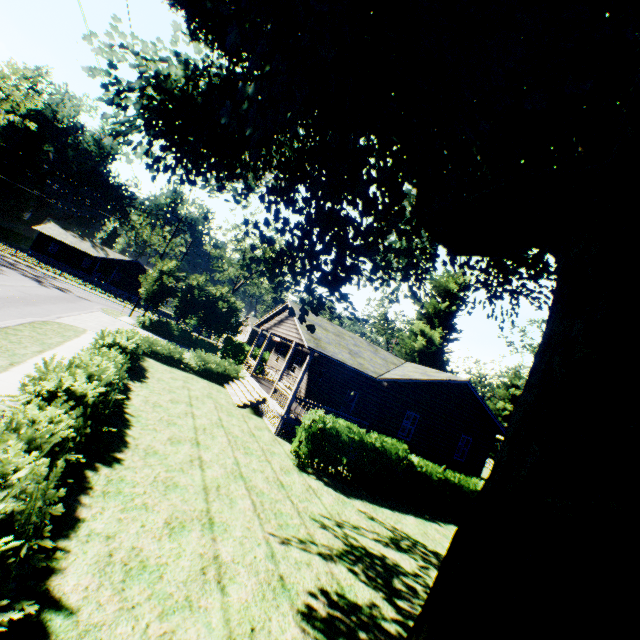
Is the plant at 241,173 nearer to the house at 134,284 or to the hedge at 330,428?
the hedge at 330,428

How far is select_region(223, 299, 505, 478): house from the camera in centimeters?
1688cm

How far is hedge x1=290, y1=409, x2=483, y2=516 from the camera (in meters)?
12.55

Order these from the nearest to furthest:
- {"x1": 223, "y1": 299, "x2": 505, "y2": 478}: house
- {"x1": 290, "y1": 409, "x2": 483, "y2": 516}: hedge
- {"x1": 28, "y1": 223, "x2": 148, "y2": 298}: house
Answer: {"x1": 290, "y1": 409, "x2": 483, "y2": 516}: hedge
{"x1": 223, "y1": 299, "x2": 505, "y2": 478}: house
{"x1": 28, "y1": 223, "x2": 148, "y2": 298}: house

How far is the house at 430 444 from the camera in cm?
1688

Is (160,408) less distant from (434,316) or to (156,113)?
(156,113)

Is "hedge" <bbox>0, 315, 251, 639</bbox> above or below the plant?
below

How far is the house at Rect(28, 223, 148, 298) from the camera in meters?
52.6
